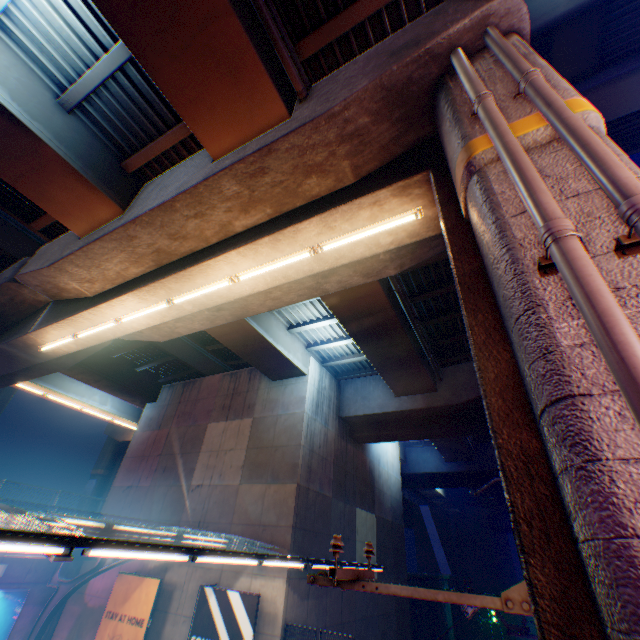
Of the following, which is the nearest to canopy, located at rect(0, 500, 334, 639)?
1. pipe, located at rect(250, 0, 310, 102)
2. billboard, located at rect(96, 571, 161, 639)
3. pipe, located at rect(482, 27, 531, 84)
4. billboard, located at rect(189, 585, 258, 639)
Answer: billboard, located at rect(96, 571, 161, 639)

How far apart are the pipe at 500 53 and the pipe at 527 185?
0.27m

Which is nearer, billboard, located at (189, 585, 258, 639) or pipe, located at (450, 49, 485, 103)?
pipe, located at (450, 49, 485, 103)

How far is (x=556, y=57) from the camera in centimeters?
1902cm

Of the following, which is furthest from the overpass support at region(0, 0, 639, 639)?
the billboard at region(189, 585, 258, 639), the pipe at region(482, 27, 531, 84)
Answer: the billboard at region(189, 585, 258, 639)

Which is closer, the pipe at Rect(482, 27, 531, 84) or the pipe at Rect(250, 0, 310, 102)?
the pipe at Rect(482, 27, 531, 84)

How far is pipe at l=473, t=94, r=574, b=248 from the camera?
2.6 meters

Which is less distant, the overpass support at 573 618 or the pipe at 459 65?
the overpass support at 573 618
